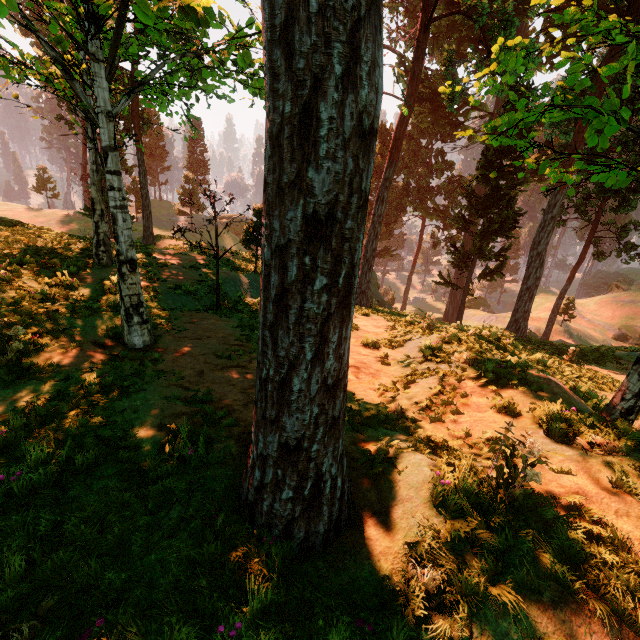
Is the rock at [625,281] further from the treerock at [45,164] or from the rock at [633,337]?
the rock at [633,337]

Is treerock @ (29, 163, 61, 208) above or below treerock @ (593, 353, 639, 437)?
above

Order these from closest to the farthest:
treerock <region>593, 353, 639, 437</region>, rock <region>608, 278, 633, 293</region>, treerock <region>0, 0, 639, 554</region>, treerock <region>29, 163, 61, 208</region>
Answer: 1. treerock <region>0, 0, 639, 554</region>
2. treerock <region>593, 353, 639, 437</region>
3. treerock <region>29, 163, 61, 208</region>
4. rock <region>608, 278, 633, 293</region>

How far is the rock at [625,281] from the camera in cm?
5667

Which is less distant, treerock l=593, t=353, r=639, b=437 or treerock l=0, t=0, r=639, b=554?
treerock l=0, t=0, r=639, b=554

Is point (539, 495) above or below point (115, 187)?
below

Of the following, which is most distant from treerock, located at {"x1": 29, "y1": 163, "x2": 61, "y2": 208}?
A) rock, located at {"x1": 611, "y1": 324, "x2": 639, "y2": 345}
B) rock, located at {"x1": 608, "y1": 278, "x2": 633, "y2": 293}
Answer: rock, located at {"x1": 611, "y1": 324, "x2": 639, "y2": 345}
